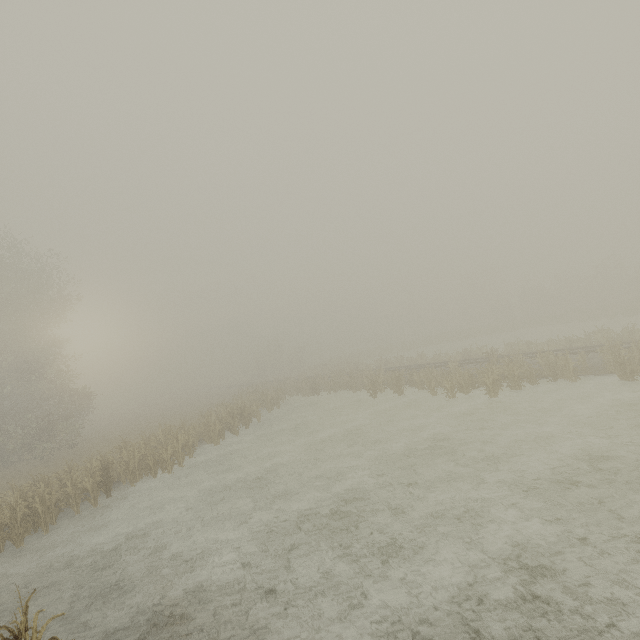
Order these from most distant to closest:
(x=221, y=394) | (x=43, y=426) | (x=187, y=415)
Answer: (x=221, y=394), (x=187, y=415), (x=43, y=426)
